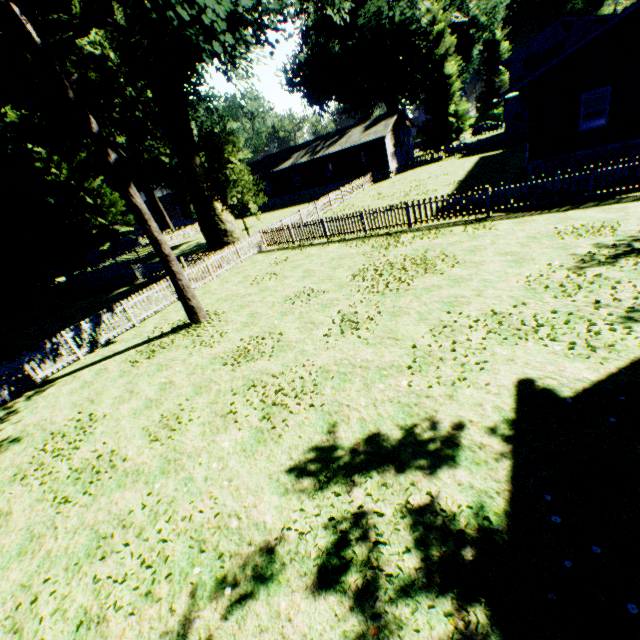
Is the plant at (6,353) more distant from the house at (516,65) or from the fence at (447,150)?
the house at (516,65)

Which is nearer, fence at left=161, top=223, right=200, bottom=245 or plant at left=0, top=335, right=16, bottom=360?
plant at left=0, top=335, right=16, bottom=360

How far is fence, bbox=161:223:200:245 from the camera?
39.47m

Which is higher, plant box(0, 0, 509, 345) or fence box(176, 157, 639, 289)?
plant box(0, 0, 509, 345)

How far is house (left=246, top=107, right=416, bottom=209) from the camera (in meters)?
36.09

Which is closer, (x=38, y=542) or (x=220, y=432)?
(x=38, y=542)

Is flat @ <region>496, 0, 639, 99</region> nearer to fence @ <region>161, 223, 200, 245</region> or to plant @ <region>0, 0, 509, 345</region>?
fence @ <region>161, 223, 200, 245</region>

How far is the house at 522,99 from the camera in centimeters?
3309cm
